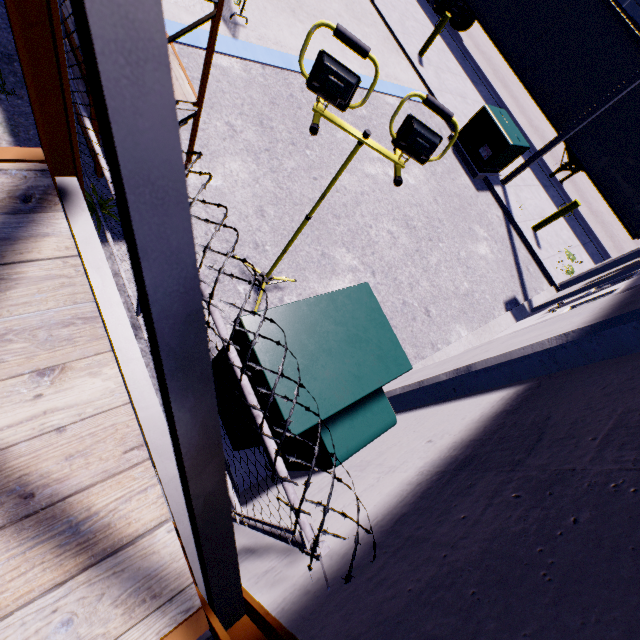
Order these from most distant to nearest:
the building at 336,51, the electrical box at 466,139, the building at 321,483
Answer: the electrical box at 466,139, the building at 336,51, the building at 321,483

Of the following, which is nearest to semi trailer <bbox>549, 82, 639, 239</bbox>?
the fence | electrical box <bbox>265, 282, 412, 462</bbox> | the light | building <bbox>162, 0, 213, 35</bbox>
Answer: building <bbox>162, 0, 213, 35</bbox>

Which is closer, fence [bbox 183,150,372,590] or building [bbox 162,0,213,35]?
fence [bbox 183,150,372,590]

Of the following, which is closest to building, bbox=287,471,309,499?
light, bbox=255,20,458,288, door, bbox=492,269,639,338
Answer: door, bbox=492,269,639,338

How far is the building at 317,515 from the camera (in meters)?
1.54

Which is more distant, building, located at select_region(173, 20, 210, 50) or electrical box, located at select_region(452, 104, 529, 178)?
electrical box, located at select_region(452, 104, 529, 178)

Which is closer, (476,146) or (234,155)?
(234,155)
